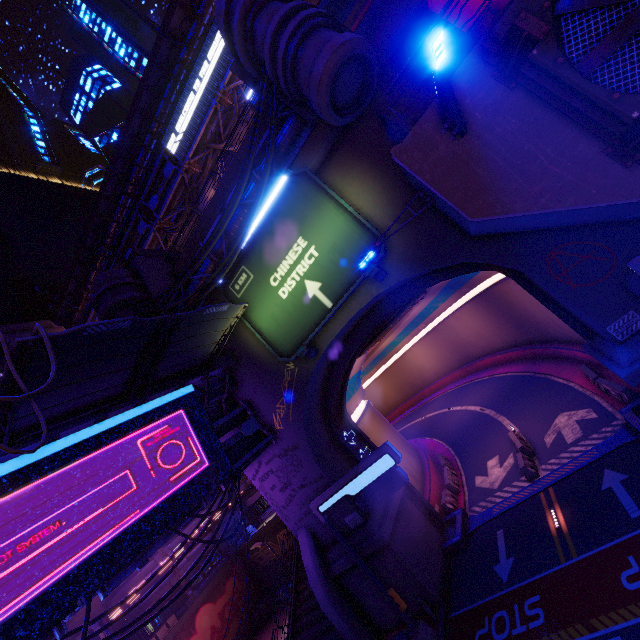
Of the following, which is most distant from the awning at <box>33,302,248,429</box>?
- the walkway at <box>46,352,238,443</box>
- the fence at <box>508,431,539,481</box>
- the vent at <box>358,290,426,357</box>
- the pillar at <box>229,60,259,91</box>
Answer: the fence at <box>508,431,539,481</box>

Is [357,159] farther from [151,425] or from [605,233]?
[151,425]

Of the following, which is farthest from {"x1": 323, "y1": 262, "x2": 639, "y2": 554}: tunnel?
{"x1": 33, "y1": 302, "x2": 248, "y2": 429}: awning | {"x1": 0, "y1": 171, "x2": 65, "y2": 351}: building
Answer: {"x1": 0, "y1": 171, "x2": 65, "y2": 351}: building

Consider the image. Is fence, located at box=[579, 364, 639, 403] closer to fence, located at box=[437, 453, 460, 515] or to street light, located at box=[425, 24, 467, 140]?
fence, located at box=[437, 453, 460, 515]

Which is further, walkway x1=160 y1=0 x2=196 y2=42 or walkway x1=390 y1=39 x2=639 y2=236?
walkway x1=160 y1=0 x2=196 y2=42

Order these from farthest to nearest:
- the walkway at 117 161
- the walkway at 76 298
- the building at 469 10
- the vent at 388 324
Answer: the walkway at 76 298
the walkway at 117 161
the building at 469 10
the vent at 388 324

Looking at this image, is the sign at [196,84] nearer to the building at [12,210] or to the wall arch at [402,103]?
the wall arch at [402,103]

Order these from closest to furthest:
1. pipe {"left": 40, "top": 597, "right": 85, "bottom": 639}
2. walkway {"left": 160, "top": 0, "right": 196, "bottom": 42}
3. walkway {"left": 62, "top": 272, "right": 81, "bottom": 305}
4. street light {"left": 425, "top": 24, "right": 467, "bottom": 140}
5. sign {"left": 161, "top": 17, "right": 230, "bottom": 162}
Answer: street light {"left": 425, "top": 24, "right": 467, "bottom": 140}
pipe {"left": 40, "top": 597, "right": 85, "bottom": 639}
walkway {"left": 160, "top": 0, "right": 196, "bottom": 42}
sign {"left": 161, "top": 17, "right": 230, "bottom": 162}
walkway {"left": 62, "top": 272, "right": 81, "bottom": 305}
